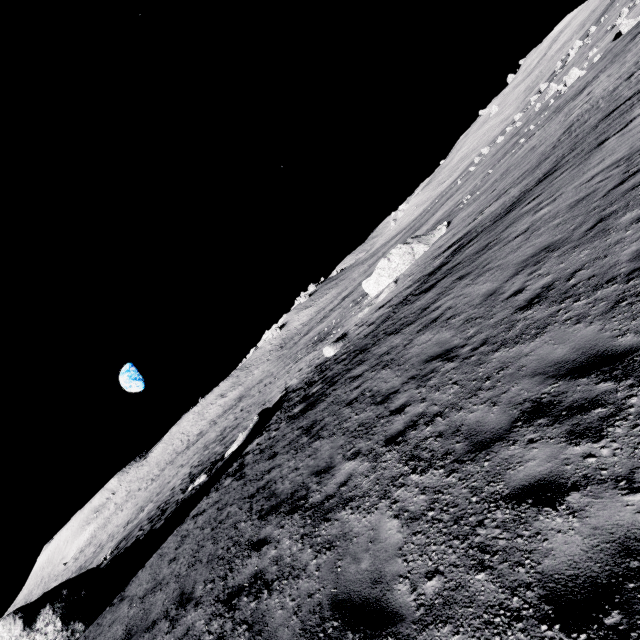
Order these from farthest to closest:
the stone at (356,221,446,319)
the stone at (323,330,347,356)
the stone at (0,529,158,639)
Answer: the stone at (356,221,446,319) < the stone at (323,330,347,356) < the stone at (0,529,158,639)

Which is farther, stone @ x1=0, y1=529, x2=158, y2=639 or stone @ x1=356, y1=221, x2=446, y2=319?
stone @ x1=356, y1=221, x2=446, y2=319

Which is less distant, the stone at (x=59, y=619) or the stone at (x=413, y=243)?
the stone at (x=59, y=619)

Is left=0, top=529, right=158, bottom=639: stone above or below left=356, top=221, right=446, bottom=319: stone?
above

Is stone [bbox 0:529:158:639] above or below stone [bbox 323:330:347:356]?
above

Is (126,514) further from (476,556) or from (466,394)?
(476,556)

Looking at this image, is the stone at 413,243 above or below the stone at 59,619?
below

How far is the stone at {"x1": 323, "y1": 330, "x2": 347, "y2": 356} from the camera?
22.7m
